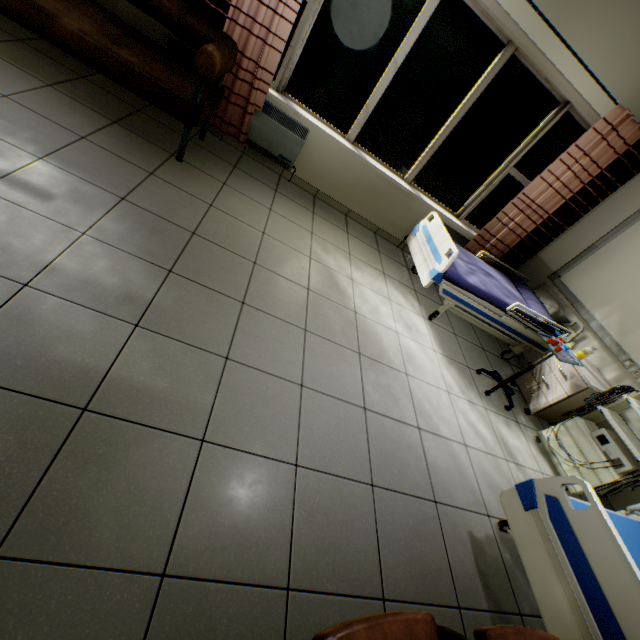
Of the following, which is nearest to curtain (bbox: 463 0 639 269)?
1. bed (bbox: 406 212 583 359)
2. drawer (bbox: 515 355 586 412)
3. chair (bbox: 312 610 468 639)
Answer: bed (bbox: 406 212 583 359)

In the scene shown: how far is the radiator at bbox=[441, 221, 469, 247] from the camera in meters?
4.5 m

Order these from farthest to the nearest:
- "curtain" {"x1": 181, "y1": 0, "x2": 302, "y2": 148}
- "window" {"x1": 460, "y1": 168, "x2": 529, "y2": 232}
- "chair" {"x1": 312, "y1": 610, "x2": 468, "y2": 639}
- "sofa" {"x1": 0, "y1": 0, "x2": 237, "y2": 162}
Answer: "window" {"x1": 460, "y1": 168, "x2": 529, "y2": 232} < "curtain" {"x1": 181, "y1": 0, "x2": 302, "y2": 148} < "sofa" {"x1": 0, "y1": 0, "x2": 237, "y2": 162} < "chair" {"x1": 312, "y1": 610, "x2": 468, "y2": 639}

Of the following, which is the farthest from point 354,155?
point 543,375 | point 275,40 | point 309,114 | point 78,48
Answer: point 543,375

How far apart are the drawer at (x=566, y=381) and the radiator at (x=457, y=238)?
1.83m

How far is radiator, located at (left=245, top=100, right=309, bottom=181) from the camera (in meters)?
3.54

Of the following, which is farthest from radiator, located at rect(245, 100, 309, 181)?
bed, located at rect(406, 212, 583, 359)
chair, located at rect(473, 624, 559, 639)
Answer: chair, located at rect(473, 624, 559, 639)

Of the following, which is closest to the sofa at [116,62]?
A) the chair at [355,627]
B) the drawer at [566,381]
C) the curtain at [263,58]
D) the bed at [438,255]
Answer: the curtain at [263,58]
